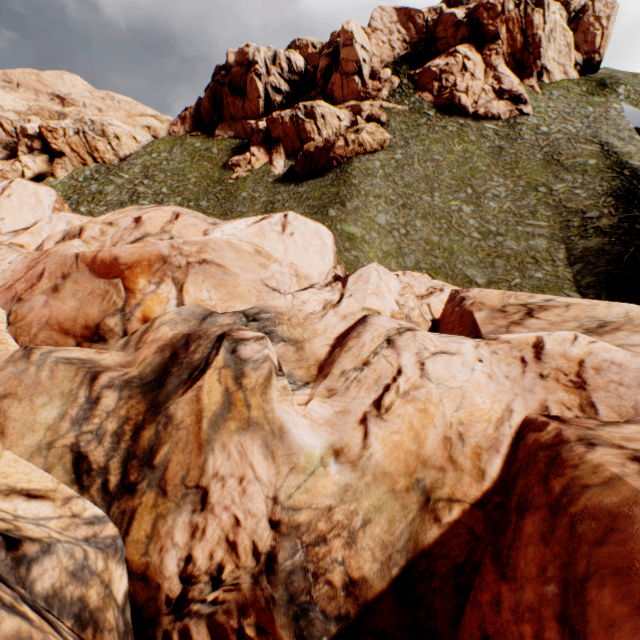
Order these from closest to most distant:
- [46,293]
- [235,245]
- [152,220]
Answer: → [46,293] < [235,245] < [152,220]
